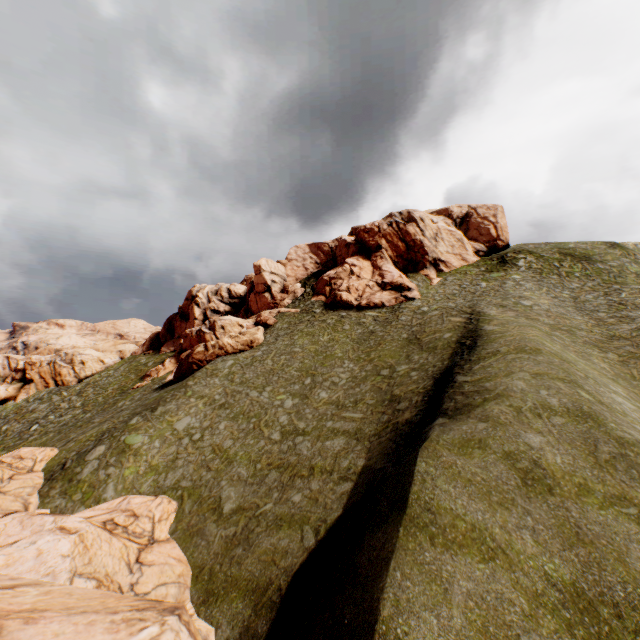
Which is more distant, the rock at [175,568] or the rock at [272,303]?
the rock at [272,303]

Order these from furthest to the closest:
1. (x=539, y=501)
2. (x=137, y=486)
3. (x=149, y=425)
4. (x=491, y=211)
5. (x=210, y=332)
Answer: (x=491, y=211), (x=210, y=332), (x=149, y=425), (x=137, y=486), (x=539, y=501)

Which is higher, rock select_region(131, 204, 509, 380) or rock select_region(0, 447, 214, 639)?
rock select_region(131, 204, 509, 380)

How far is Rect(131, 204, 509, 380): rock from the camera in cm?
4206

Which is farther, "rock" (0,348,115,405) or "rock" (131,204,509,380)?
"rock" (0,348,115,405)

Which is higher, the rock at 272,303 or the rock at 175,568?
the rock at 272,303
